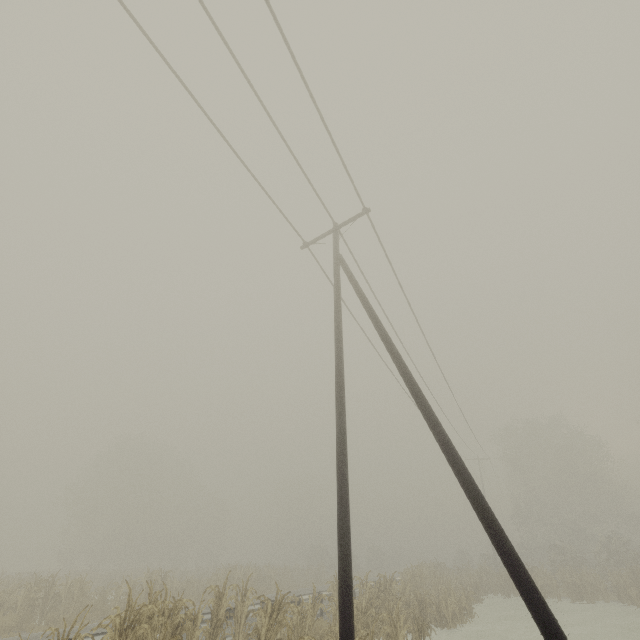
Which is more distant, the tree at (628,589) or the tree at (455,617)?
the tree at (628,589)

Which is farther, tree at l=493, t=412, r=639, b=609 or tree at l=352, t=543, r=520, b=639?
tree at l=493, t=412, r=639, b=609

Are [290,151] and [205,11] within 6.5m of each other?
yes
